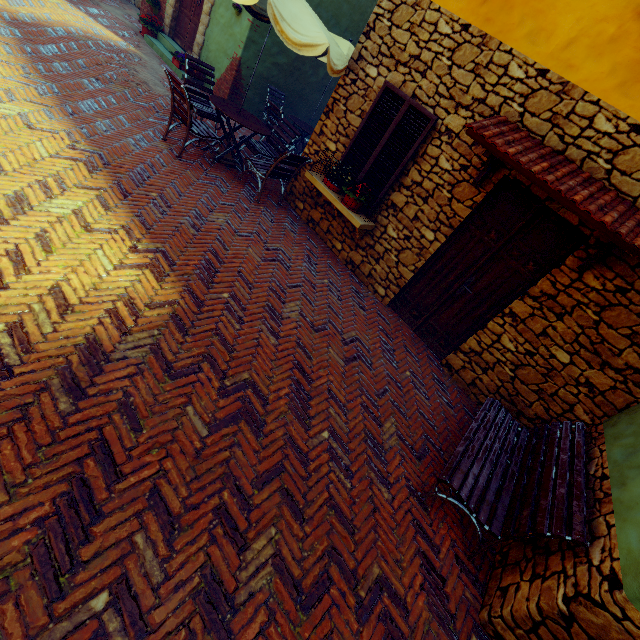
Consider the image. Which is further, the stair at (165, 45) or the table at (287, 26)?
the stair at (165, 45)

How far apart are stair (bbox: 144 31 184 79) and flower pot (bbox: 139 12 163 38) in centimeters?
3cm

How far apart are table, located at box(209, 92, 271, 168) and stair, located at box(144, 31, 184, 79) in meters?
3.7

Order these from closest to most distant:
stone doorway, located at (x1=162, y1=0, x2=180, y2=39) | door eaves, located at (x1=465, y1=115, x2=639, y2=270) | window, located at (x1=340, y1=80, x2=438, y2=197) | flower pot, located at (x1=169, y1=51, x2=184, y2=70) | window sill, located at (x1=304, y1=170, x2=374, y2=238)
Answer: door eaves, located at (x1=465, y1=115, x2=639, y2=270)
window, located at (x1=340, y1=80, x2=438, y2=197)
window sill, located at (x1=304, y1=170, x2=374, y2=238)
flower pot, located at (x1=169, y1=51, x2=184, y2=70)
stone doorway, located at (x1=162, y1=0, x2=180, y2=39)

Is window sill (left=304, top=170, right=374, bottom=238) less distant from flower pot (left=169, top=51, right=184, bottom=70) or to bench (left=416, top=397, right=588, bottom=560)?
bench (left=416, top=397, right=588, bottom=560)

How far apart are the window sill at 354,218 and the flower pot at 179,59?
5.94m

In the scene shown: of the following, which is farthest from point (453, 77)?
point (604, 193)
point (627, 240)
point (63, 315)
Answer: point (63, 315)

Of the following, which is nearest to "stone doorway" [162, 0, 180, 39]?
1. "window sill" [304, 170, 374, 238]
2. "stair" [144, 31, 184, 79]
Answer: "stair" [144, 31, 184, 79]
